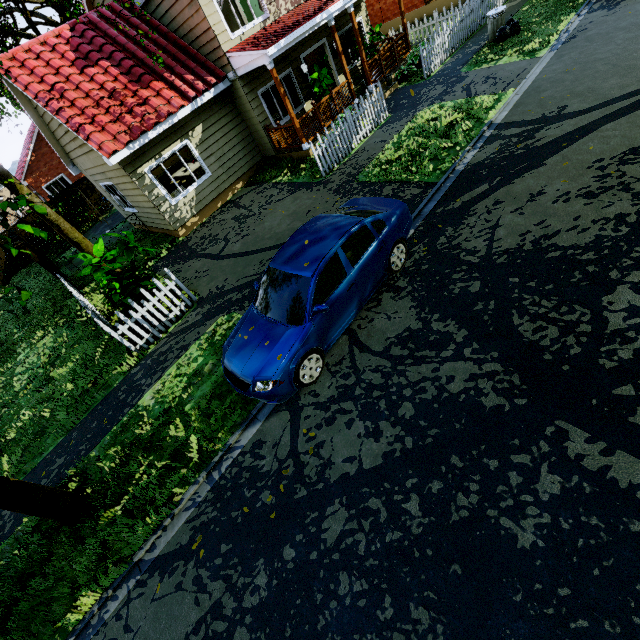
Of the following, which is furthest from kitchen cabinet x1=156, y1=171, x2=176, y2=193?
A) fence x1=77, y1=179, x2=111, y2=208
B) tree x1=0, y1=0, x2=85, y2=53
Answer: tree x1=0, y1=0, x2=85, y2=53

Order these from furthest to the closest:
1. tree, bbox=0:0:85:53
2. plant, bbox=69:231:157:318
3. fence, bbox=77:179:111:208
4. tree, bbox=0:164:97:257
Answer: fence, bbox=77:179:111:208 → tree, bbox=0:0:85:53 → plant, bbox=69:231:157:318 → tree, bbox=0:164:97:257

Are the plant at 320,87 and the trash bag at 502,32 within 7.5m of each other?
yes

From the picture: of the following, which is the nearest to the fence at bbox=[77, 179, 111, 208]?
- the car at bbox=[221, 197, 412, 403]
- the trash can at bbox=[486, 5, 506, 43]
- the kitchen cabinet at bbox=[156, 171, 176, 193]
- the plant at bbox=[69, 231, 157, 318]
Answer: the kitchen cabinet at bbox=[156, 171, 176, 193]

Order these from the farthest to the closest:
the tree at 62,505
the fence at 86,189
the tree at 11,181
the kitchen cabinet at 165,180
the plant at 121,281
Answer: the fence at 86,189
the kitchen cabinet at 165,180
the plant at 121,281
the tree at 62,505
the tree at 11,181

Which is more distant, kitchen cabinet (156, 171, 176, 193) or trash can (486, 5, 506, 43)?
kitchen cabinet (156, 171, 176, 193)

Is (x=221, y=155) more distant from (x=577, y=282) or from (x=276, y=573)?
(x=276, y=573)

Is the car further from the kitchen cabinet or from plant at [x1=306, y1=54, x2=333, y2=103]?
the kitchen cabinet
